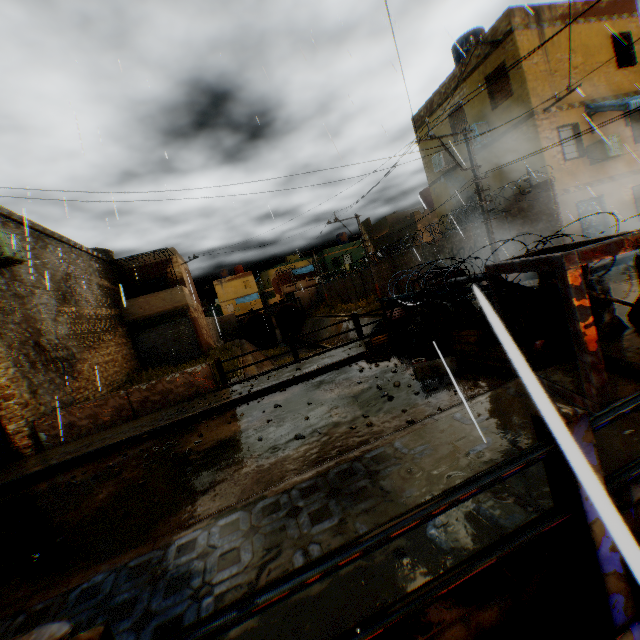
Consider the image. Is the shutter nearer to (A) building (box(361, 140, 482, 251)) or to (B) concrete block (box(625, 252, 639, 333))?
(B) concrete block (box(625, 252, 639, 333))

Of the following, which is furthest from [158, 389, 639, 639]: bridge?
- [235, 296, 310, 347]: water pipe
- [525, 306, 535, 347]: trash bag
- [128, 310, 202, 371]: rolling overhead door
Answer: [235, 296, 310, 347]: water pipe

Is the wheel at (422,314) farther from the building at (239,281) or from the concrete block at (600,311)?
the building at (239,281)

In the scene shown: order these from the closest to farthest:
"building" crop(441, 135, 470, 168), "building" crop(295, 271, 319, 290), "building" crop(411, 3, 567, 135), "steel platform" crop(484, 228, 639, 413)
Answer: "steel platform" crop(484, 228, 639, 413) < "building" crop(411, 3, 567, 135) < "building" crop(441, 135, 470, 168) < "building" crop(295, 271, 319, 290)

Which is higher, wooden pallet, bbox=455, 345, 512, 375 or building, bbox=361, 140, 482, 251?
building, bbox=361, 140, 482, 251

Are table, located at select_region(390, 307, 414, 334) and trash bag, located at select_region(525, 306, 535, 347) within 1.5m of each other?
no

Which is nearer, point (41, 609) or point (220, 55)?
point (41, 609)

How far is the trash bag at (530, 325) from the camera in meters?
5.7
